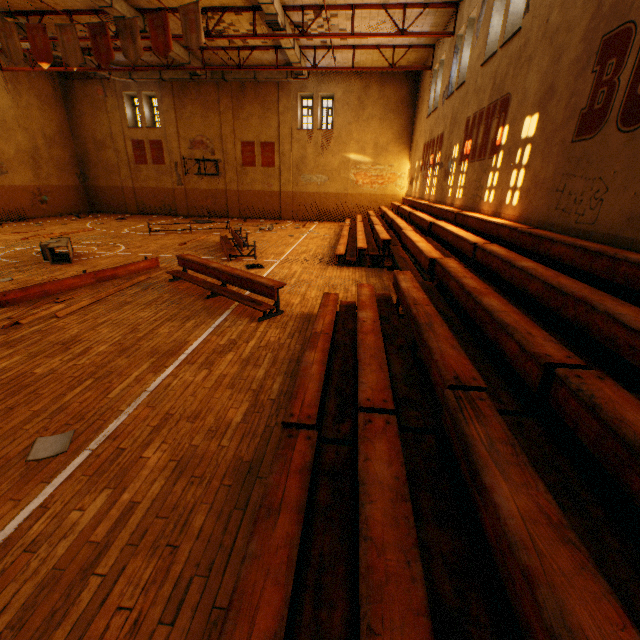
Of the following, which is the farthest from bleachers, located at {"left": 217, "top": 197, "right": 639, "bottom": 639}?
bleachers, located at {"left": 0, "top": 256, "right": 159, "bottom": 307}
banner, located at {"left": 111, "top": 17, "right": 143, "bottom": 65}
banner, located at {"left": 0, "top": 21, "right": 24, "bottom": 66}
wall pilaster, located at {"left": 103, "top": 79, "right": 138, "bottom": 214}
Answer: wall pilaster, located at {"left": 103, "top": 79, "right": 138, "bottom": 214}

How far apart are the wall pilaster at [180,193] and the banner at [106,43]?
12.1 meters

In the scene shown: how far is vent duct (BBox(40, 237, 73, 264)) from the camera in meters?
10.0

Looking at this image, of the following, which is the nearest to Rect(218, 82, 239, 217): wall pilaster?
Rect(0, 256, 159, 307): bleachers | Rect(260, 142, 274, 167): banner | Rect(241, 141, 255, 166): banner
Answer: Rect(241, 141, 255, 166): banner

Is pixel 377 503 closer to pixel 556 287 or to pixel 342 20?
pixel 556 287

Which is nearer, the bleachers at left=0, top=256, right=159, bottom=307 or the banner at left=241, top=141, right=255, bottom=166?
the bleachers at left=0, top=256, right=159, bottom=307

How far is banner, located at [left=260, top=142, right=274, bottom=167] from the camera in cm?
2197

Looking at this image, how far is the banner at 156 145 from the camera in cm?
2266
